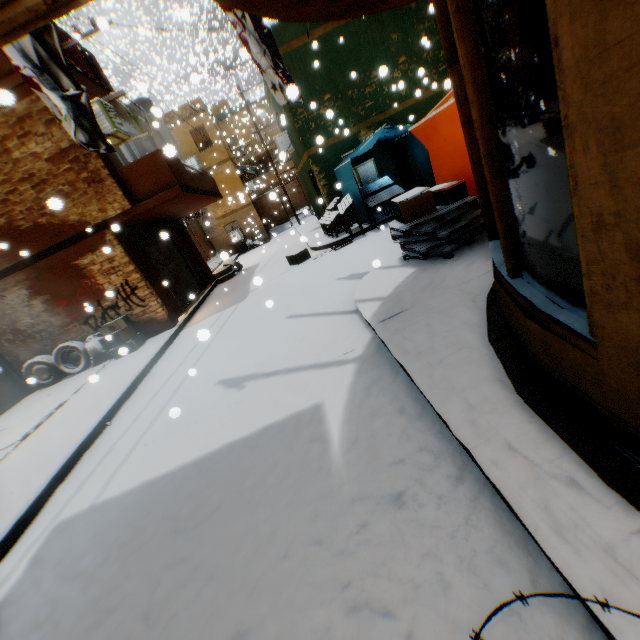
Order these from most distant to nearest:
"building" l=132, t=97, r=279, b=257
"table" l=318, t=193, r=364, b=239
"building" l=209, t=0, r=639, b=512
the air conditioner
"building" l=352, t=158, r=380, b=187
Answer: "building" l=132, t=97, r=279, b=257 < "building" l=352, t=158, r=380, b=187 < "table" l=318, t=193, r=364, b=239 < the air conditioner < "building" l=209, t=0, r=639, b=512

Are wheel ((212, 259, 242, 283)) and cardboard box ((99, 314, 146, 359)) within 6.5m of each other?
yes

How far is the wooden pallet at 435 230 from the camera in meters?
4.9

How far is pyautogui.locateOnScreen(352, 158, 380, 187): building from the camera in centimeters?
1196cm

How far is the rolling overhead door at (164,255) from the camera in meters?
10.8

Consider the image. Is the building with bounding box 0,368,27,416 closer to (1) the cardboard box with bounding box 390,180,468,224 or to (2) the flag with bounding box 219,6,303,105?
(2) the flag with bounding box 219,6,303,105

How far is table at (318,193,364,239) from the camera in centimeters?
1030cm

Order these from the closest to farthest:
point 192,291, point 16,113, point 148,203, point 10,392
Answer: point 16,113 → point 148,203 → point 10,392 → point 192,291
